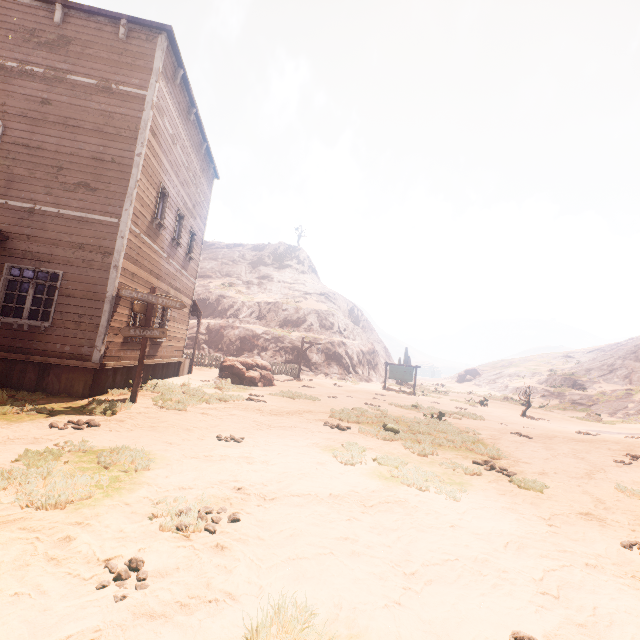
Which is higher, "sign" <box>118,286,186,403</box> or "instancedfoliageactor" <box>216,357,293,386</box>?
"sign" <box>118,286,186,403</box>

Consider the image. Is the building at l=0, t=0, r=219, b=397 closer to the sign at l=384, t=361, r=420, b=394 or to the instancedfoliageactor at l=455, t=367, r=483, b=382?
the sign at l=384, t=361, r=420, b=394

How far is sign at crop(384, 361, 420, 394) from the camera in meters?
24.3

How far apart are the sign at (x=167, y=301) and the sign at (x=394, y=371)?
19.2m

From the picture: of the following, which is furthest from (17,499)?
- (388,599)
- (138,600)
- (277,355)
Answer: (277,355)

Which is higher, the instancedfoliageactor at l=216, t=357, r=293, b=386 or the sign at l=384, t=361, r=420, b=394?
the sign at l=384, t=361, r=420, b=394

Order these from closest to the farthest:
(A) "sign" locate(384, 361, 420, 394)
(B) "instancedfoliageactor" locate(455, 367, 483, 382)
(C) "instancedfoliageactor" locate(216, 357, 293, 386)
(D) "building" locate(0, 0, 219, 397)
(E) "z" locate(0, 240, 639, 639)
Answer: (E) "z" locate(0, 240, 639, 639)
(D) "building" locate(0, 0, 219, 397)
(C) "instancedfoliageactor" locate(216, 357, 293, 386)
(A) "sign" locate(384, 361, 420, 394)
(B) "instancedfoliageactor" locate(455, 367, 483, 382)

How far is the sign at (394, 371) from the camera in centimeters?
2434cm
